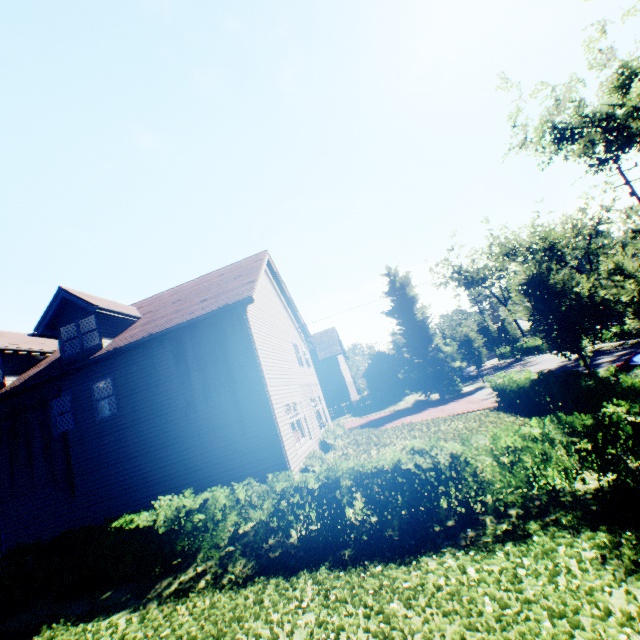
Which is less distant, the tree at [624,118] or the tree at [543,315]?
the tree at [543,315]

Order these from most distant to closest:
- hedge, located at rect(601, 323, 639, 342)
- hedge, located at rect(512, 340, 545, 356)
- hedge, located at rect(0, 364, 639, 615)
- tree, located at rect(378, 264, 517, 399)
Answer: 1. hedge, located at rect(512, 340, 545, 356)
2. tree, located at rect(378, 264, 517, 399)
3. hedge, located at rect(601, 323, 639, 342)
4. hedge, located at rect(0, 364, 639, 615)

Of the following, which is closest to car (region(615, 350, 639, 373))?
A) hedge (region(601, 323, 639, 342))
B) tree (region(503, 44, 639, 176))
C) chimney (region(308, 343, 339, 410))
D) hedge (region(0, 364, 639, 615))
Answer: tree (region(503, 44, 639, 176))

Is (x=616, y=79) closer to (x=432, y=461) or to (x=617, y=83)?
(x=617, y=83)

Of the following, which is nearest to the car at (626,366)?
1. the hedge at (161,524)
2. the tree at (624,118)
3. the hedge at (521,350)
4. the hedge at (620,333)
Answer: the tree at (624,118)

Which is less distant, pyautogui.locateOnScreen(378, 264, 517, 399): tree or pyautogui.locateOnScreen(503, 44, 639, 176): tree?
pyautogui.locateOnScreen(503, 44, 639, 176): tree

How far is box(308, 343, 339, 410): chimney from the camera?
38.1m
